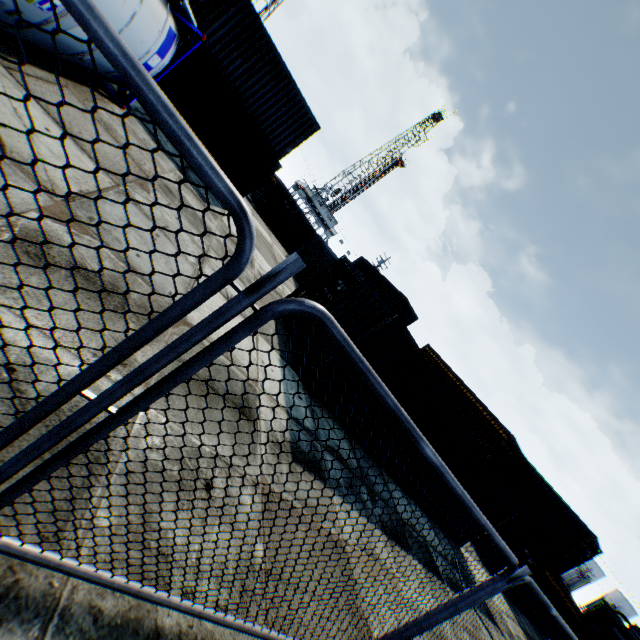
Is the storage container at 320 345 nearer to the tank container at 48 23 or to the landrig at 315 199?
the tank container at 48 23

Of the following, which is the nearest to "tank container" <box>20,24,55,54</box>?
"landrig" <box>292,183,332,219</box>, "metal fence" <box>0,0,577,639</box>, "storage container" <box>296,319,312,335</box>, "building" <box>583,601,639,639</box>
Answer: "metal fence" <box>0,0,577,639</box>

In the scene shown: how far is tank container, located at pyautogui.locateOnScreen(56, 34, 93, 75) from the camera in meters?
5.2 m

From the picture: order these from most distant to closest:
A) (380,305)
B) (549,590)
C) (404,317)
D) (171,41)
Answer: (404,317) < (549,590) < (380,305) < (171,41)

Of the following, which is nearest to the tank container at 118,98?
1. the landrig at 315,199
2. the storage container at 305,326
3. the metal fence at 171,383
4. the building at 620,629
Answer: the metal fence at 171,383

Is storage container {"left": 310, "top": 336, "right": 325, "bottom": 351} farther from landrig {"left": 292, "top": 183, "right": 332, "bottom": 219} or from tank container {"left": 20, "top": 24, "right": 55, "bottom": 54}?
landrig {"left": 292, "top": 183, "right": 332, "bottom": 219}

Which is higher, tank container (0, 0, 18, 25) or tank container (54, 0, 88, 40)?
tank container (54, 0, 88, 40)

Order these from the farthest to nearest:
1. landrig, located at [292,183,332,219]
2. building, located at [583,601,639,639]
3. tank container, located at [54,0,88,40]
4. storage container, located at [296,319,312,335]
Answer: landrig, located at [292,183,332,219], building, located at [583,601,639,639], storage container, located at [296,319,312,335], tank container, located at [54,0,88,40]
